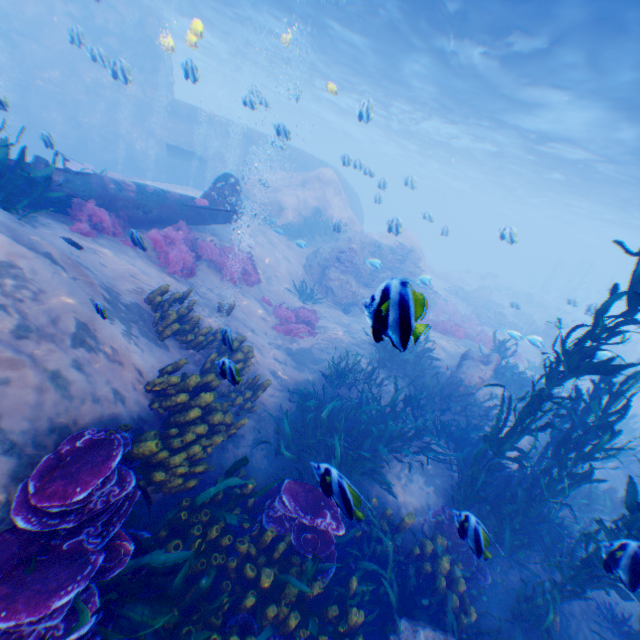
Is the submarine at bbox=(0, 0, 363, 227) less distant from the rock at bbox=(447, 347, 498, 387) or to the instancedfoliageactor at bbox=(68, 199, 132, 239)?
the rock at bbox=(447, 347, 498, 387)

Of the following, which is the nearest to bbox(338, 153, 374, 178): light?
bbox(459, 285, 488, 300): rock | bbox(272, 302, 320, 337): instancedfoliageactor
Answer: bbox(272, 302, 320, 337): instancedfoliageactor

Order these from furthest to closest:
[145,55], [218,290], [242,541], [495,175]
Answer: [495,175] < [145,55] < [218,290] < [242,541]

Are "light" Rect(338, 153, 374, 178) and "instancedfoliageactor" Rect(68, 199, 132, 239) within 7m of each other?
no

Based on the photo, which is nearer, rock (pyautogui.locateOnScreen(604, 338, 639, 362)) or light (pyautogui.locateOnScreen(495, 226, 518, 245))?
light (pyautogui.locateOnScreen(495, 226, 518, 245))

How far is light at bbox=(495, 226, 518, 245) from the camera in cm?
1048

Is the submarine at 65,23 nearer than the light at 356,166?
No

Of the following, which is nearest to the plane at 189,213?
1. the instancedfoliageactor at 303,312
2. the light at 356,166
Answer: the instancedfoliageactor at 303,312
